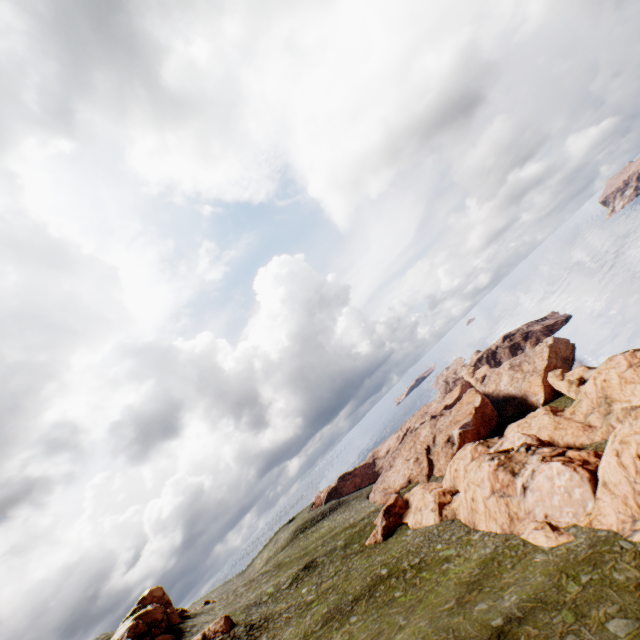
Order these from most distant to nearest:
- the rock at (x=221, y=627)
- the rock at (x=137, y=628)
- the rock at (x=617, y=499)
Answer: the rock at (x=137, y=628) < the rock at (x=221, y=627) < the rock at (x=617, y=499)

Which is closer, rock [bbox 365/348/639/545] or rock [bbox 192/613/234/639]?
rock [bbox 365/348/639/545]

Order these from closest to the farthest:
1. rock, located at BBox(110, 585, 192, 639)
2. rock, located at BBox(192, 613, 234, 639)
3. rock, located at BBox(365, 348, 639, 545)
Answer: A:
rock, located at BBox(365, 348, 639, 545)
rock, located at BBox(192, 613, 234, 639)
rock, located at BBox(110, 585, 192, 639)

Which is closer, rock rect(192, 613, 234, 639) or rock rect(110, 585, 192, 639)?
rock rect(192, 613, 234, 639)

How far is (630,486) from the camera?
23.81m

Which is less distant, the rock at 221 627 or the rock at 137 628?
the rock at 221 627

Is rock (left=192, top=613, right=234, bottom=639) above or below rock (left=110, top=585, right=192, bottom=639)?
below
